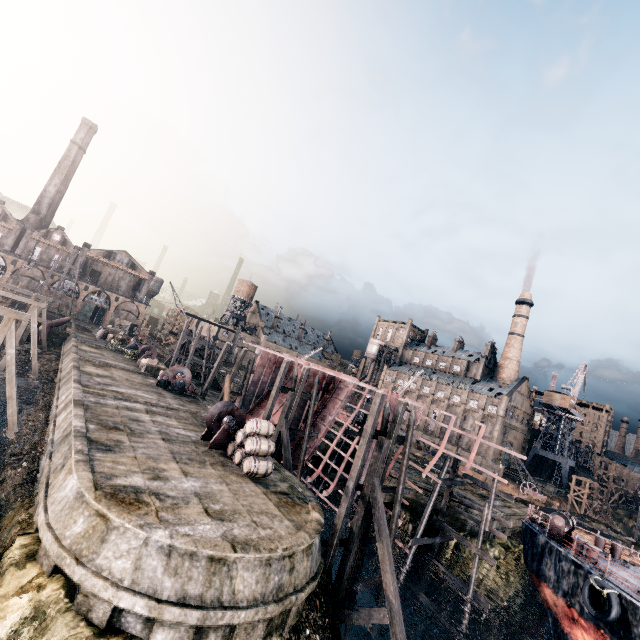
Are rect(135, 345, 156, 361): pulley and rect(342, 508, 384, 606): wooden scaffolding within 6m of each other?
no

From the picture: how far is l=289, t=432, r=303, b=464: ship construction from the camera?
28.4 meters

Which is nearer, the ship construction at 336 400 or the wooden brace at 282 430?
the ship construction at 336 400

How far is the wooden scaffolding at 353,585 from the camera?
16.23m

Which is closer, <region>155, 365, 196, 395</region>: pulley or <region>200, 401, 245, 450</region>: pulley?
<region>200, 401, 245, 450</region>: pulley

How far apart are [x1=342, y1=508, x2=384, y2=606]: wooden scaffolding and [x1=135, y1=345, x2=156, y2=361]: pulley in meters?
33.1 m

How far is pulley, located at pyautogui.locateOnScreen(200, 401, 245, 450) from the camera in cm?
1919

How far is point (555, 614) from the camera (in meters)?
17.58
